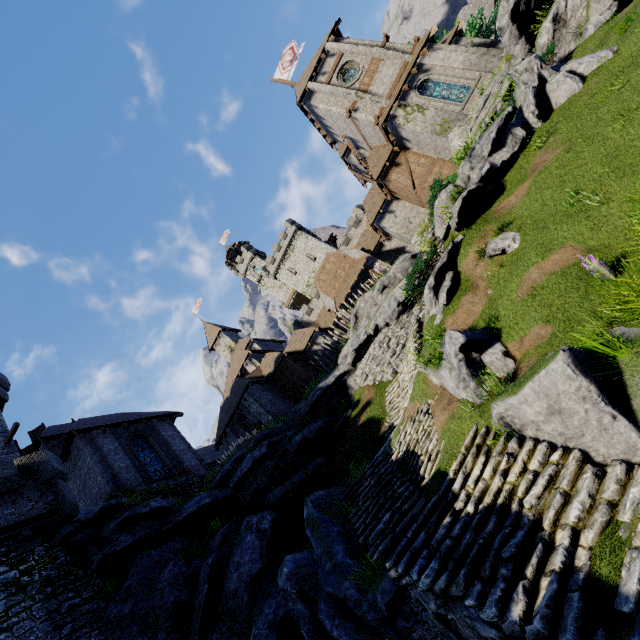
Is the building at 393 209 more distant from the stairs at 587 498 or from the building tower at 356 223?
the stairs at 587 498

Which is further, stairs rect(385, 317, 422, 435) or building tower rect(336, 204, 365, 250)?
building tower rect(336, 204, 365, 250)

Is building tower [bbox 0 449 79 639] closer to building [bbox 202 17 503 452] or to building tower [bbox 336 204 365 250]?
building [bbox 202 17 503 452]

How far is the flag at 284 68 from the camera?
33.2m

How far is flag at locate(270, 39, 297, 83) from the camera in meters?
33.2 m

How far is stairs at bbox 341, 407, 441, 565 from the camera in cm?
899

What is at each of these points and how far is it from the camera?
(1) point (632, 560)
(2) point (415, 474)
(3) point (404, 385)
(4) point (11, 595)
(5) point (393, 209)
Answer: (1) stairs, 4.1m
(2) stairs, 10.0m
(3) stairs, 15.5m
(4) building tower, 11.6m
(5) building, 29.7m

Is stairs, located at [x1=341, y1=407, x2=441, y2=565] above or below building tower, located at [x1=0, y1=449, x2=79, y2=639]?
below
